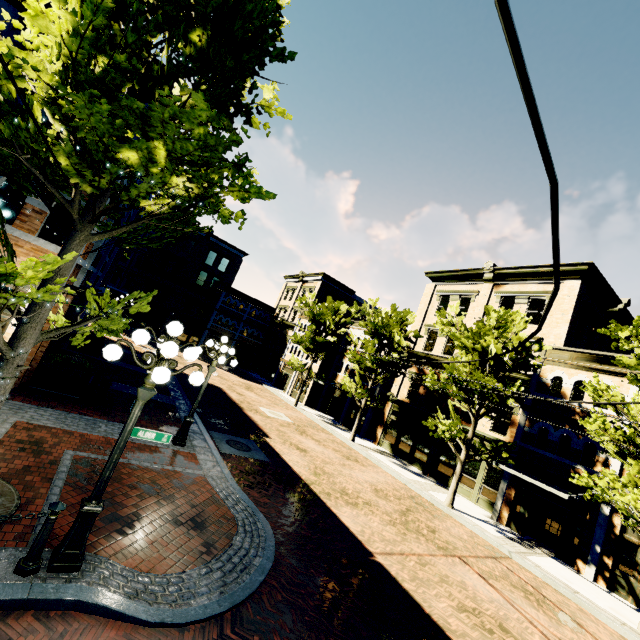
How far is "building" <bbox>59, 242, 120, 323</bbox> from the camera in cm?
956

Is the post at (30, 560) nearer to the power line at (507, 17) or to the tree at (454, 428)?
the tree at (454, 428)

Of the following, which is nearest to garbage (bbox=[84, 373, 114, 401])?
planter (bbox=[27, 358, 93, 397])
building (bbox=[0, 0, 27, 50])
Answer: planter (bbox=[27, 358, 93, 397])

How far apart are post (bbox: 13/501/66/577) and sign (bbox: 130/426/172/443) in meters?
1.1

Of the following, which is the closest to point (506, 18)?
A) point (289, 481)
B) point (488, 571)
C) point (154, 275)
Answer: point (289, 481)

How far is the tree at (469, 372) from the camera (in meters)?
14.87

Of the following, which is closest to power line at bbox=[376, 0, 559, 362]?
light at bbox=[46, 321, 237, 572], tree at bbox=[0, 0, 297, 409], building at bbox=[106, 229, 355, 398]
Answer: tree at bbox=[0, 0, 297, 409]

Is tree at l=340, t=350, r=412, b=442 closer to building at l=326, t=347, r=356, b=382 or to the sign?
building at l=326, t=347, r=356, b=382
